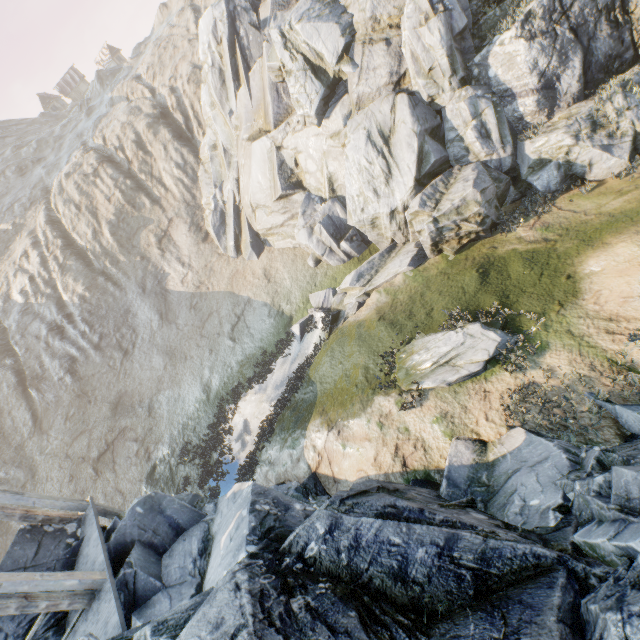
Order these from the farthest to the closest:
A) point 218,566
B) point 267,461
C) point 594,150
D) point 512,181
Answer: point 267,461 → point 512,181 → point 594,150 → point 218,566

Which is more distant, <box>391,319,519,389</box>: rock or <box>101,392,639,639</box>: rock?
<box>391,319,519,389</box>: rock

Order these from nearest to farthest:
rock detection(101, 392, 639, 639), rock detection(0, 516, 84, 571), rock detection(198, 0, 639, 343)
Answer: rock detection(101, 392, 639, 639)
rock detection(0, 516, 84, 571)
rock detection(198, 0, 639, 343)

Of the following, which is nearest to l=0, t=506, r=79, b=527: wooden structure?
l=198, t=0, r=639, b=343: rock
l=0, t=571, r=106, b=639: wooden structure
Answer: l=198, t=0, r=639, b=343: rock

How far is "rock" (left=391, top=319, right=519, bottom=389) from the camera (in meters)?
10.05

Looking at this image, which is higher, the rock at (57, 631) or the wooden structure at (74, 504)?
the wooden structure at (74, 504)

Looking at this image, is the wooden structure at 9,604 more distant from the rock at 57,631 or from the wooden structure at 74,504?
the wooden structure at 74,504
